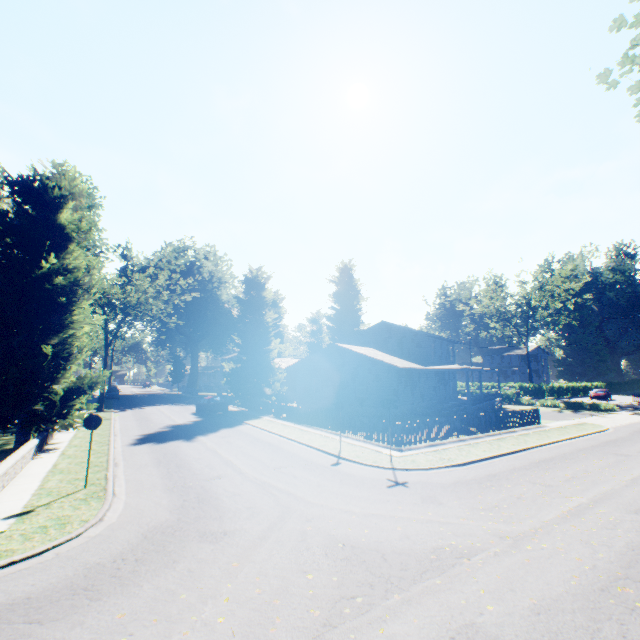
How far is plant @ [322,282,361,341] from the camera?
57.8 meters

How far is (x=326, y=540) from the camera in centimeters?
730cm

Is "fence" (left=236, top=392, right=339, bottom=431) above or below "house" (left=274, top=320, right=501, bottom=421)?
below

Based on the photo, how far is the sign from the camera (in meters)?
10.55

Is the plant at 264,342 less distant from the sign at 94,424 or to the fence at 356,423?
the fence at 356,423

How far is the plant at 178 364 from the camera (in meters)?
57.62

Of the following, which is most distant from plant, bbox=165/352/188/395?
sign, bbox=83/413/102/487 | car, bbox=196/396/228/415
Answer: sign, bbox=83/413/102/487

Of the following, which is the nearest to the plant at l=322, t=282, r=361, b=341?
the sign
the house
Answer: the house
